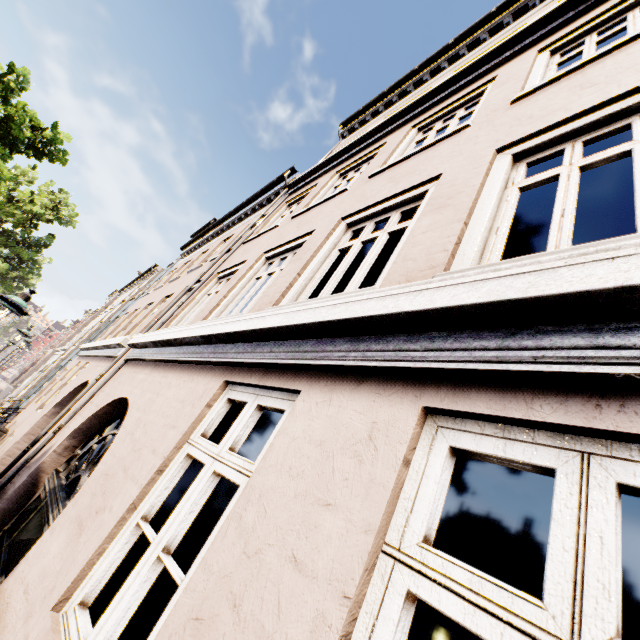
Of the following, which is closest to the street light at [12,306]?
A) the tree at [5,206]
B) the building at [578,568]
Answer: the building at [578,568]

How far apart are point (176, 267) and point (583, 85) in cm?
1589

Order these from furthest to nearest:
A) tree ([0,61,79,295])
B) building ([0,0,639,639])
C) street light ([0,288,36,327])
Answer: tree ([0,61,79,295]) → street light ([0,288,36,327]) → building ([0,0,639,639])

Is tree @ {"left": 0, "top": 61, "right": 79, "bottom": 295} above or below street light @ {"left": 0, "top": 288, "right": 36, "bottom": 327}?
above

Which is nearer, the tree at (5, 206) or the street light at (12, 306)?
the street light at (12, 306)

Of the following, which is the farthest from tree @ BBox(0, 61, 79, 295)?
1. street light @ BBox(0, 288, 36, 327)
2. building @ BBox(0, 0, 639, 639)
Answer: street light @ BBox(0, 288, 36, 327)

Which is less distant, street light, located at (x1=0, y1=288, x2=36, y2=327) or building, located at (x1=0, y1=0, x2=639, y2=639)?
building, located at (x1=0, y1=0, x2=639, y2=639)
